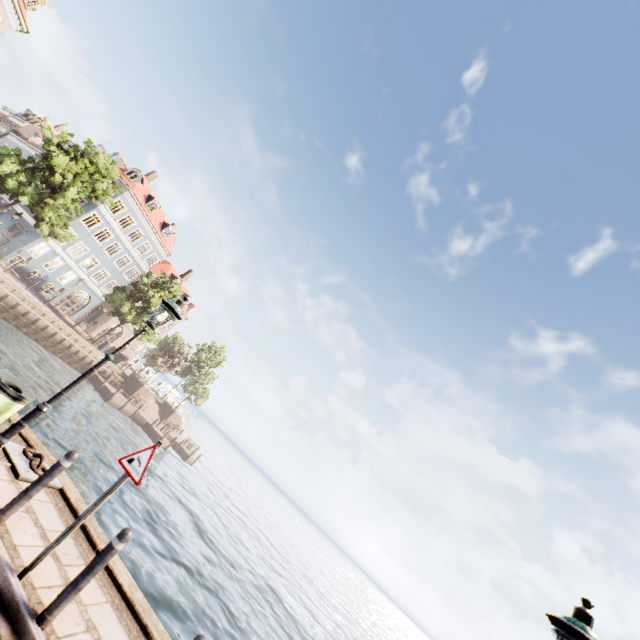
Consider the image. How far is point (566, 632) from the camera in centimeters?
309cm

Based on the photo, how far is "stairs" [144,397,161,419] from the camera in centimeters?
3919cm

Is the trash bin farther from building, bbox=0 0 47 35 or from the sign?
building, bbox=0 0 47 35

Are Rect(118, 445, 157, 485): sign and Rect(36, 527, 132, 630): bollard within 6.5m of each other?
yes

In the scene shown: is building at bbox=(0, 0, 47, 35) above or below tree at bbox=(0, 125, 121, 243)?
above

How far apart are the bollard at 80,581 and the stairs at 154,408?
39.05m

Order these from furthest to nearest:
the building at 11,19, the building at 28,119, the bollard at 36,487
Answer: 1. the building at 28,119
2. the building at 11,19
3. the bollard at 36,487

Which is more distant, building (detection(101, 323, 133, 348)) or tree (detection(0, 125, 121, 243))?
building (detection(101, 323, 133, 348))
